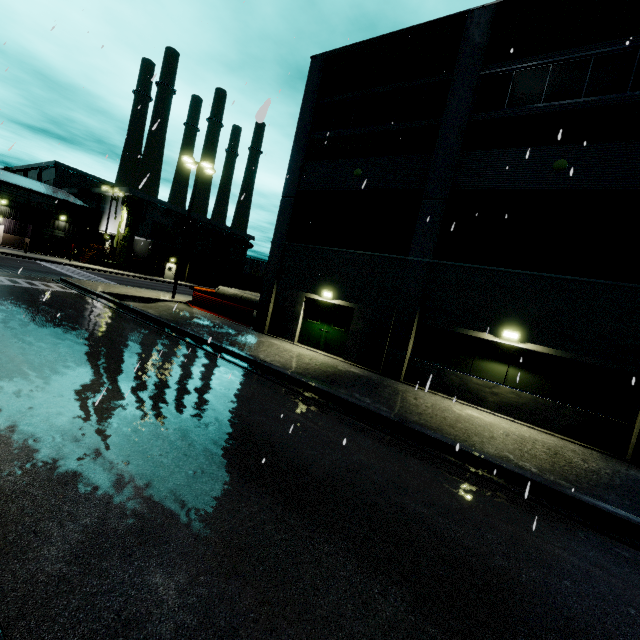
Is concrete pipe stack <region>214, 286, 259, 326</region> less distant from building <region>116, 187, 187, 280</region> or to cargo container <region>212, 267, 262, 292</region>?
building <region>116, 187, 187, 280</region>

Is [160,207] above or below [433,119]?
below

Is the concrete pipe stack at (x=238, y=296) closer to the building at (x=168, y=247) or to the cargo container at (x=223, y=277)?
the building at (x=168, y=247)

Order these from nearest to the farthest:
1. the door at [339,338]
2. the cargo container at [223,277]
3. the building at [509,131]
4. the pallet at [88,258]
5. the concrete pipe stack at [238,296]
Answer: the building at [509,131]
the door at [339,338]
the concrete pipe stack at [238,296]
the pallet at [88,258]
the cargo container at [223,277]

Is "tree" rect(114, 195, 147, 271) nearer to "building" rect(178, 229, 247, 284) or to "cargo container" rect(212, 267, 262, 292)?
"building" rect(178, 229, 247, 284)

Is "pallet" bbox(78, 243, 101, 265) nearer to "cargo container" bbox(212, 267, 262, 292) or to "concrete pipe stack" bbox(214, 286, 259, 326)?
"concrete pipe stack" bbox(214, 286, 259, 326)

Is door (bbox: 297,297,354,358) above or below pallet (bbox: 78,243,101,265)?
below

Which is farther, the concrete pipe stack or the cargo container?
the cargo container
